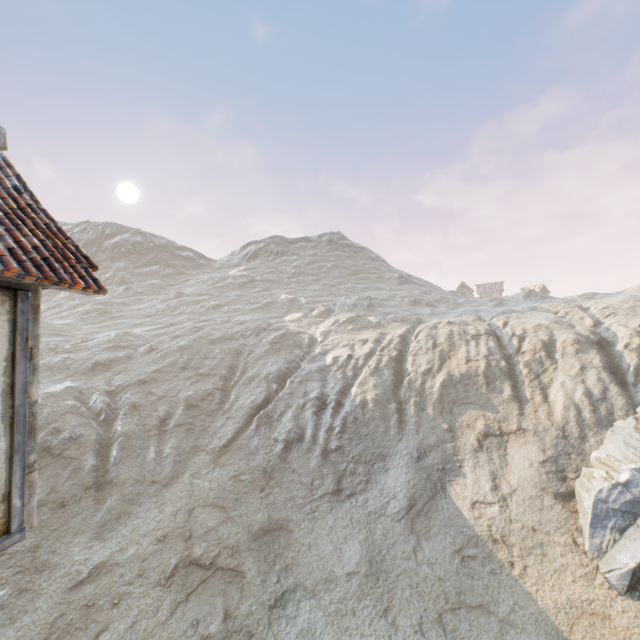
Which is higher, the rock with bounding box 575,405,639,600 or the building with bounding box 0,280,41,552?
the building with bounding box 0,280,41,552

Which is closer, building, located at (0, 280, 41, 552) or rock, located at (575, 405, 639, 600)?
building, located at (0, 280, 41, 552)

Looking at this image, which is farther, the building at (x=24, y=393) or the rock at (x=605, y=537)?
the rock at (x=605, y=537)

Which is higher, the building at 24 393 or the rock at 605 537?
the building at 24 393

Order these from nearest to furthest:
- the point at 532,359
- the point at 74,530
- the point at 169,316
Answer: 1. the point at 74,530
2. the point at 532,359
3. the point at 169,316
